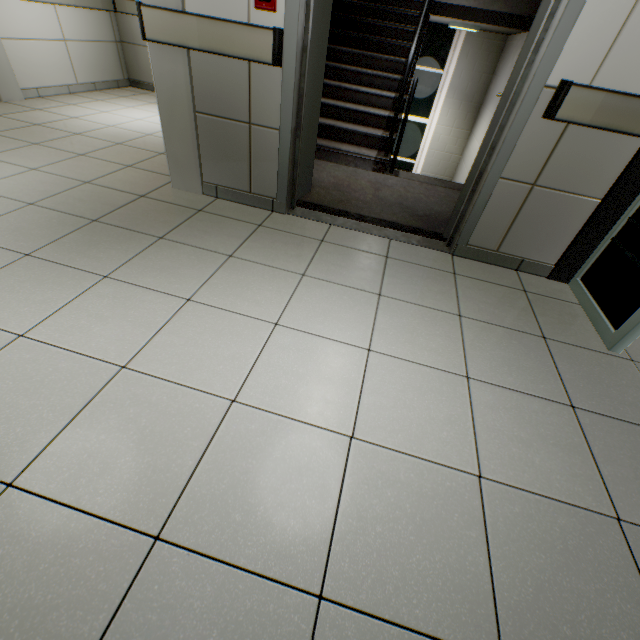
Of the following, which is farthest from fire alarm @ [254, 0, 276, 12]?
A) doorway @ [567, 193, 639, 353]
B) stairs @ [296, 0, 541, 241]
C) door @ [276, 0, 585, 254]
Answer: doorway @ [567, 193, 639, 353]

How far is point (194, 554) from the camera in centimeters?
93cm

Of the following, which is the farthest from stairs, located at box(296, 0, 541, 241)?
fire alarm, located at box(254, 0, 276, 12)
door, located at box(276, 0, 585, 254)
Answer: fire alarm, located at box(254, 0, 276, 12)

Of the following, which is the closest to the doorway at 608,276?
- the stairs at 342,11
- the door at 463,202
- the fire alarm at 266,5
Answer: the stairs at 342,11

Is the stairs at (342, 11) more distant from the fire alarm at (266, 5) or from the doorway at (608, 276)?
the fire alarm at (266, 5)

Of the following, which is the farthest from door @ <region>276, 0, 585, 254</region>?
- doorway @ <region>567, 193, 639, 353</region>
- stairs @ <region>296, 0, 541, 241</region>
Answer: doorway @ <region>567, 193, 639, 353</region>

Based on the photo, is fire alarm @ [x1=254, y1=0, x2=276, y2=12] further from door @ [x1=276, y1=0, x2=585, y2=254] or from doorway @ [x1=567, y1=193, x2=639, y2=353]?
doorway @ [x1=567, y1=193, x2=639, y2=353]
